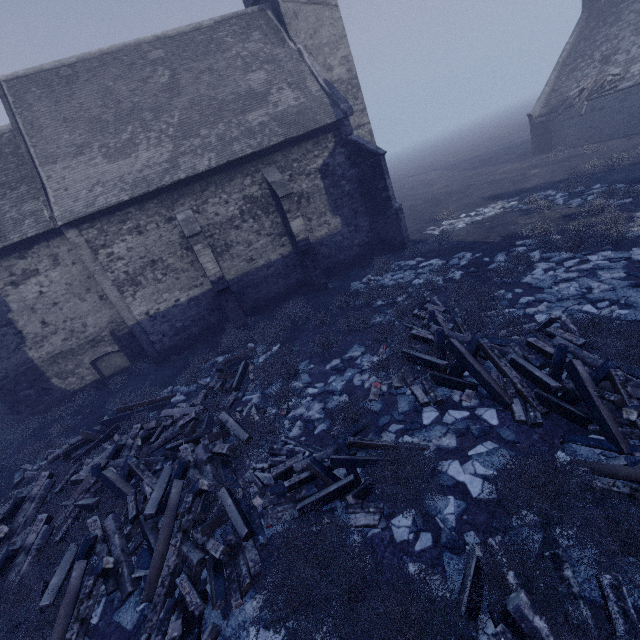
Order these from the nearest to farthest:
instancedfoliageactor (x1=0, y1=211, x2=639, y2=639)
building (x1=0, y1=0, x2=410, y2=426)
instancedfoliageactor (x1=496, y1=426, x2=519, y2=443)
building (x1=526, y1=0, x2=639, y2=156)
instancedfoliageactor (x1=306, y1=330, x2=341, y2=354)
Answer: instancedfoliageactor (x1=0, y1=211, x2=639, y2=639), instancedfoliageactor (x1=496, y1=426, x2=519, y2=443), instancedfoliageactor (x1=306, y1=330, x2=341, y2=354), building (x1=0, y1=0, x2=410, y2=426), building (x1=526, y1=0, x2=639, y2=156)

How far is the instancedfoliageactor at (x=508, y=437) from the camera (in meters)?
5.27

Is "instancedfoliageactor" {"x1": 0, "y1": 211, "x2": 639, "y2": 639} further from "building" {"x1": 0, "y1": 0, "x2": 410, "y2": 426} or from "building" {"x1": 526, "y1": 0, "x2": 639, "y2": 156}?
"building" {"x1": 526, "y1": 0, "x2": 639, "y2": 156}

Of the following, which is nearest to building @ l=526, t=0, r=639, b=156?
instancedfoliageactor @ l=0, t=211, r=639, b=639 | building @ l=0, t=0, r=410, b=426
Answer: instancedfoliageactor @ l=0, t=211, r=639, b=639

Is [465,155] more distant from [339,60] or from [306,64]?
[306,64]
